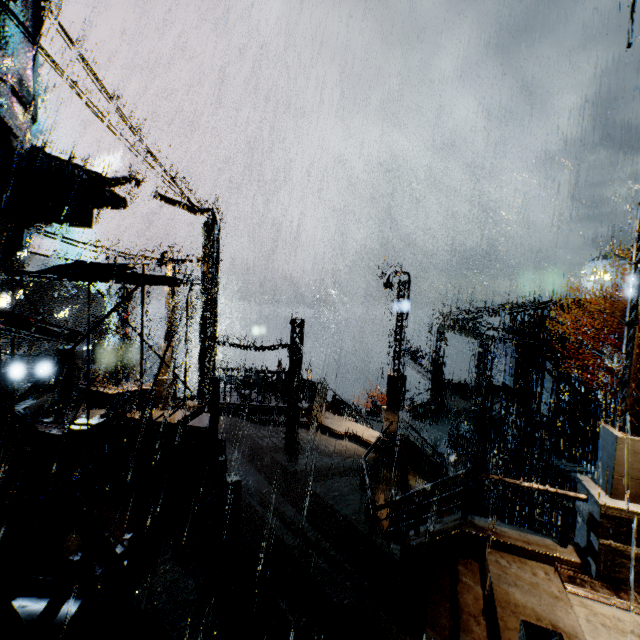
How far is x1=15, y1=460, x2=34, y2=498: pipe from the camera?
8.6 meters

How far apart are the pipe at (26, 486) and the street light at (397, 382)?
11.75m

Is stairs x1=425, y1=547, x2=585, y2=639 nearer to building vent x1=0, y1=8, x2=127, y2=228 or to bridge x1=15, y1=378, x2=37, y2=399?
building vent x1=0, y1=8, x2=127, y2=228

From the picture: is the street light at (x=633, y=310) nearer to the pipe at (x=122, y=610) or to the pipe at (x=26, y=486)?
the pipe at (x=122, y=610)

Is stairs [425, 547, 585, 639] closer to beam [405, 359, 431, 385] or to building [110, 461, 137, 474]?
building [110, 461, 137, 474]

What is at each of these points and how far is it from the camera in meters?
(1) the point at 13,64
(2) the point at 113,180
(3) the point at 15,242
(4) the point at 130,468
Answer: (1) building vent, 6.3 m
(2) building, 10.0 m
(3) building vent, 9.7 m
(4) building, 11.0 m

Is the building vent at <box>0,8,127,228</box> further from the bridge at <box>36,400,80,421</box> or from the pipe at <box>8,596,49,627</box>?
the pipe at <box>8,596,49,627</box>

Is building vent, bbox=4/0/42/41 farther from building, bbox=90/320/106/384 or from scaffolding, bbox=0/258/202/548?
scaffolding, bbox=0/258/202/548
